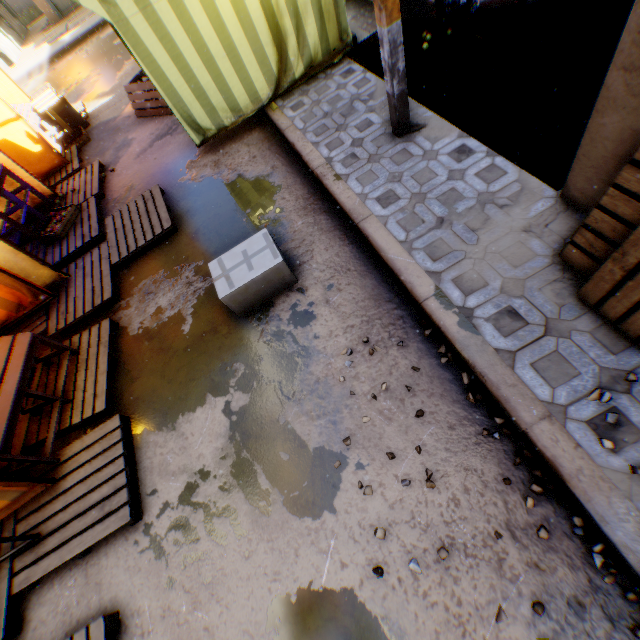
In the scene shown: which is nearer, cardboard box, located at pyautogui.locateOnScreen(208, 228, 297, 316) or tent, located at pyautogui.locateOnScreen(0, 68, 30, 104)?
cardboard box, located at pyautogui.locateOnScreen(208, 228, 297, 316)

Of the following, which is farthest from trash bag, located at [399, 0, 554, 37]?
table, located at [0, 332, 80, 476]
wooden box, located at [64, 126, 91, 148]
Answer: wooden box, located at [64, 126, 91, 148]

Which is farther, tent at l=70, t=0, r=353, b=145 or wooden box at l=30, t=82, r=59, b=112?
wooden box at l=30, t=82, r=59, b=112

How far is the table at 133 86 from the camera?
6.3 meters

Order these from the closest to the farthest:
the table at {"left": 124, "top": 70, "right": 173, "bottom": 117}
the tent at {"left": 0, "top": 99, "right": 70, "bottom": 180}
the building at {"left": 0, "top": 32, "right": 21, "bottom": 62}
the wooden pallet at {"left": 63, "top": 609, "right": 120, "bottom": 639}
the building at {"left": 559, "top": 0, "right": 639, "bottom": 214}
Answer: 1. the building at {"left": 559, "top": 0, "right": 639, "bottom": 214}
2. the wooden pallet at {"left": 63, "top": 609, "right": 120, "bottom": 639}
3. the tent at {"left": 0, "top": 99, "right": 70, "bottom": 180}
4. the table at {"left": 124, "top": 70, "right": 173, "bottom": 117}
5. the building at {"left": 0, "top": 32, "right": 21, "bottom": 62}

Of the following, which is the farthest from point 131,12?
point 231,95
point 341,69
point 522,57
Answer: point 522,57

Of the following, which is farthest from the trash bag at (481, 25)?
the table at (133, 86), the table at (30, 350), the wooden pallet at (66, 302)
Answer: the table at (30, 350)

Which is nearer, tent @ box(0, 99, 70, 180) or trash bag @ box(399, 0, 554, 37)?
trash bag @ box(399, 0, 554, 37)
